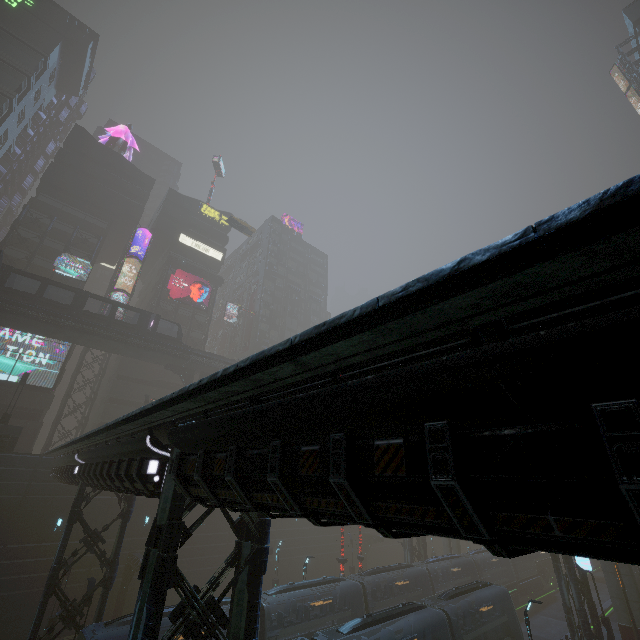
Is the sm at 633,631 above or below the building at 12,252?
below

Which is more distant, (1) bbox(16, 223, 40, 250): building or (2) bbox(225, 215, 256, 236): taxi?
(2) bbox(225, 215, 256, 236): taxi

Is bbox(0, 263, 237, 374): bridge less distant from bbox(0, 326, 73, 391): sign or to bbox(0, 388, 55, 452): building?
bbox(0, 326, 73, 391): sign

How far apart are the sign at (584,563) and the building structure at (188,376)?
37.5 meters

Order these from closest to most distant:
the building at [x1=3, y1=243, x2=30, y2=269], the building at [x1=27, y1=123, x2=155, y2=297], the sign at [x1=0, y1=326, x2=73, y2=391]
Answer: the sign at [x1=0, y1=326, x2=73, y2=391] → the building at [x1=3, y1=243, x2=30, y2=269] → the building at [x1=27, y1=123, x2=155, y2=297]

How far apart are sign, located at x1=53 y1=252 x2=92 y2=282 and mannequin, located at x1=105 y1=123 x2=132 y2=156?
22.4m

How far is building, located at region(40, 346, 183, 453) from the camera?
37.7 meters

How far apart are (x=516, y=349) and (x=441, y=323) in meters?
0.8
